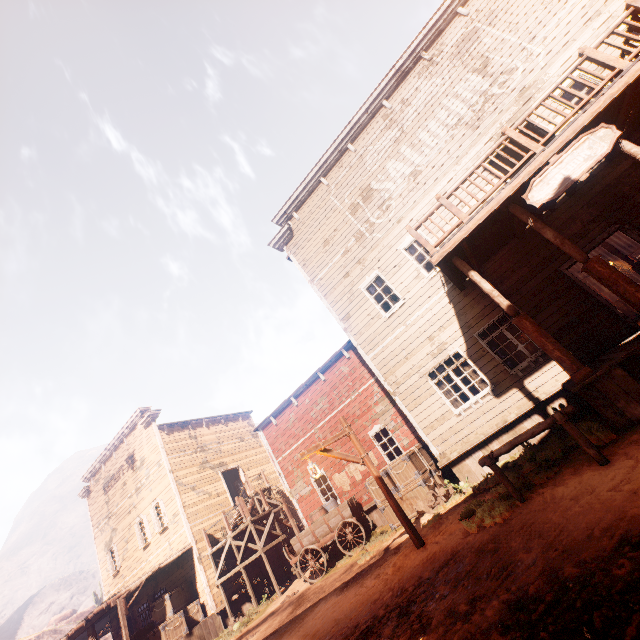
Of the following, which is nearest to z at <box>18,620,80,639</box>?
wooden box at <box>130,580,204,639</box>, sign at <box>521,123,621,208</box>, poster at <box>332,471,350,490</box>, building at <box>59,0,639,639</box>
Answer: building at <box>59,0,639,639</box>

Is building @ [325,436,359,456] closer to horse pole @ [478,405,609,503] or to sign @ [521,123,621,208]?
sign @ [521,123,621,208]

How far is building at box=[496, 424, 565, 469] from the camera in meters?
8.0 m

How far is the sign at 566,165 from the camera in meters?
6.1 m

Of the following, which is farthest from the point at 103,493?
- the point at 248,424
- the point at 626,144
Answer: the point at 626,144

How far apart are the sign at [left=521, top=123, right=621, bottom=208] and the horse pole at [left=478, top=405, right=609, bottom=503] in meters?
3.9 m

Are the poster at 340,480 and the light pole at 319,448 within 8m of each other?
yes

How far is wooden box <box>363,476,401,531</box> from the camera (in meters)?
11.24
